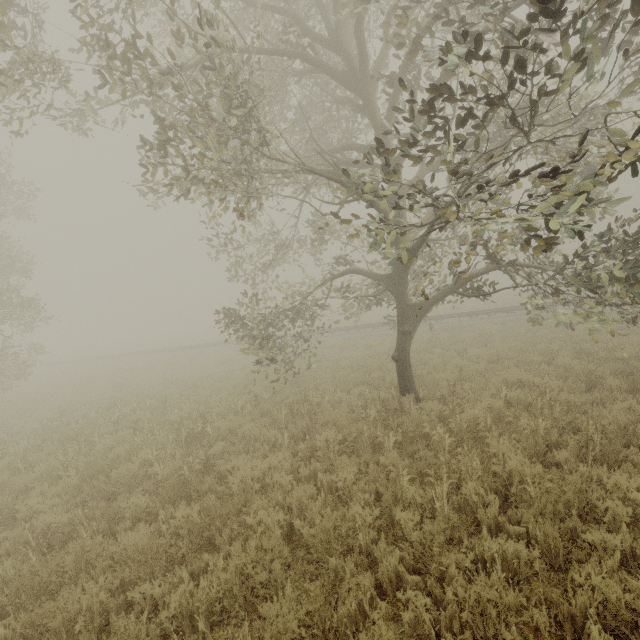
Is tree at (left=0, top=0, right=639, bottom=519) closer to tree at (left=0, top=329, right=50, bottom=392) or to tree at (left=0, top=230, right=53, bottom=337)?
tree at (left=0, top=230, right=53, bottom=337)

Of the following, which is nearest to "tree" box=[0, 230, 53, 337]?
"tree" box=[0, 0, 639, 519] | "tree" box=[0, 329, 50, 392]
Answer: "tree" box=[0, 329, 50, 392]

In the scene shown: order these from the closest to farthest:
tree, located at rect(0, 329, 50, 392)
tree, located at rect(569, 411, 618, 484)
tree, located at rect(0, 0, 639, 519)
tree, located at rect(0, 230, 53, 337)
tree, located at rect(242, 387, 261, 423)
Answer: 1. tree, located at rect(0, 0, 639, 519)
2. tree, located at rect(569, 411, 618, 484)
3. tree, located at rect(242, 387, 261, 423)
4. tree, located at rect(0, 230, 53, 337)
5. tree, located at rect(0, 329, 50, 392)

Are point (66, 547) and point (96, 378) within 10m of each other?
no

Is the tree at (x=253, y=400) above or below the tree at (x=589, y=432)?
above

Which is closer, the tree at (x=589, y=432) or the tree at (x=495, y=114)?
the tree at (x=495, y=114)

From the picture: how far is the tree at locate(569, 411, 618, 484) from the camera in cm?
Result: 474
